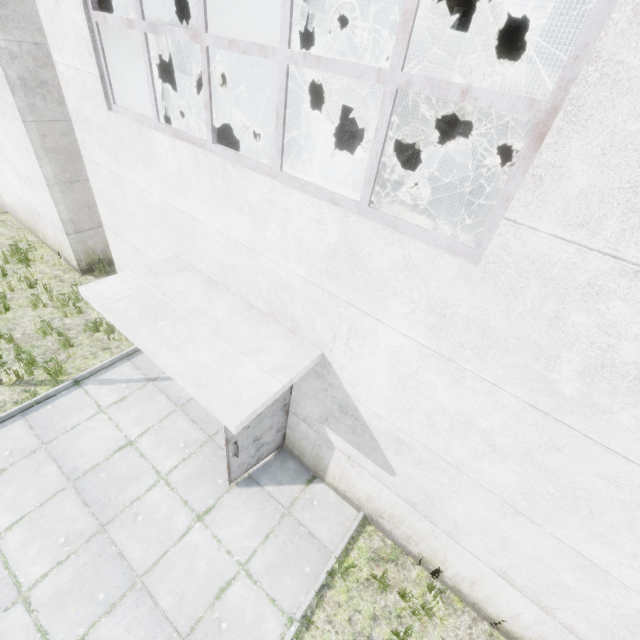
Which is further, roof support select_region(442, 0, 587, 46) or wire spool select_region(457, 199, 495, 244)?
wire spool select_region(457, 199, 495, 244)

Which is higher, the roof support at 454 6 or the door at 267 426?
the roof support at 454 6

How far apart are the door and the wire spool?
12.8 meters

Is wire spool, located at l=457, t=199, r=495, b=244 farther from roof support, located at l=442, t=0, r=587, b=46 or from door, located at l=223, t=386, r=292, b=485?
door, located at l=223, t=386, r=292, b=485

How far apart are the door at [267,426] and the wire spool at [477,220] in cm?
1282

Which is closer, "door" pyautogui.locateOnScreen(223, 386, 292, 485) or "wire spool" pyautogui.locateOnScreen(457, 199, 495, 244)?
"door" pyautogui.locateOnScreen(223, 386, 292, 485)

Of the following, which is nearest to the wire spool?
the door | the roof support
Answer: the roof support

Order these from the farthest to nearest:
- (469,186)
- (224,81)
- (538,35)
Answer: (469,186)
(538,35)
(224,81)
